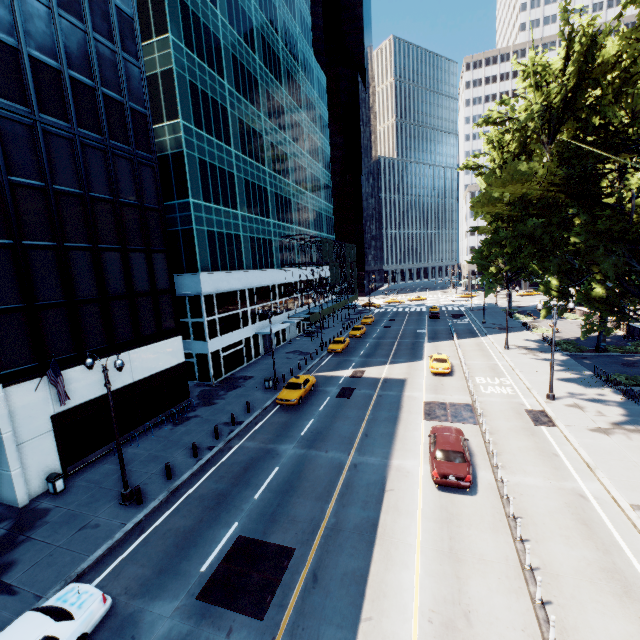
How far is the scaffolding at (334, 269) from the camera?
46.5m

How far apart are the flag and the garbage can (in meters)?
3.82

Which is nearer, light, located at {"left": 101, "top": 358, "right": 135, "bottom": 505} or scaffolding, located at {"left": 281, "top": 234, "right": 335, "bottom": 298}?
light, located at {"left": 101, "top": 358, "right": 135, "bottom": 505}

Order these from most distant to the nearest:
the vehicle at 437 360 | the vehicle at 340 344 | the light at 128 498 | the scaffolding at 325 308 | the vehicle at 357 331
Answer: the scaffolding at 325 308
the vehicle at 357 331
the vehicle at 340 344
the vehicle at 437 360
the light at 128 498

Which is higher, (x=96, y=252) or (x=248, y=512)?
(x=96, y=252)

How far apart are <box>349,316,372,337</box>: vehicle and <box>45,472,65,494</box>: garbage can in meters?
36.5

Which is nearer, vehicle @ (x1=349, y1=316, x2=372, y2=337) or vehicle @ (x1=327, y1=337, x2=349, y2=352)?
vehicle @ (x1=327, y1=337, x2=349, y2=352)

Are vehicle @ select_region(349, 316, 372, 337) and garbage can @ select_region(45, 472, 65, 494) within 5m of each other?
no
